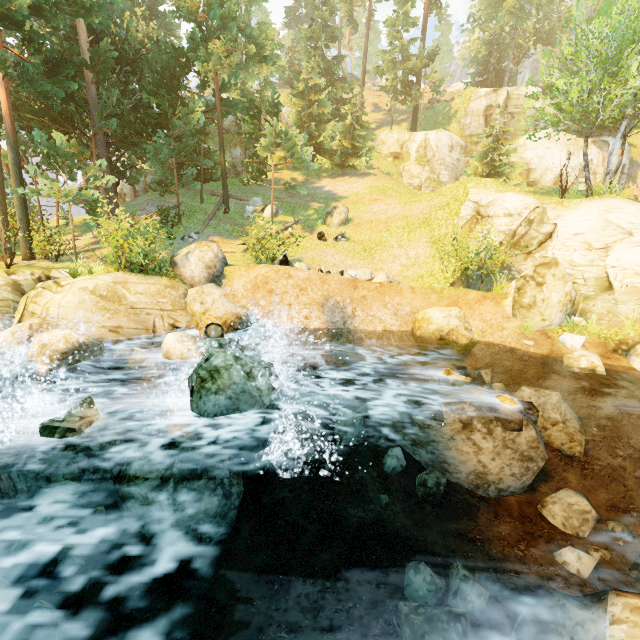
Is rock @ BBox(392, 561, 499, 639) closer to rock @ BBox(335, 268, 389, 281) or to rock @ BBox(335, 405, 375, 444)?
rock @ BBox(335, 405, 375, 444)

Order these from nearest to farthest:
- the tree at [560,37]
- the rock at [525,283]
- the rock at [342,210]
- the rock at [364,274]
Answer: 1. the rock at [525,283]
2. the tree at [560,37]
3. the rock at [364,274]
4. the rock at [342,210]

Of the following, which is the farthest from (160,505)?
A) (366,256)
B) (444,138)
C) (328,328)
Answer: (444,138)

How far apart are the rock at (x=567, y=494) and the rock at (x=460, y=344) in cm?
509

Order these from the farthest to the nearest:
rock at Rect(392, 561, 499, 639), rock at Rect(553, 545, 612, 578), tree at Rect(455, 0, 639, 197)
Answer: tree at Rect(455, 0, 639, 197)
rock at Rect(553, 545, 612, 578)
rock at Rect(392, 561, 499, 639)

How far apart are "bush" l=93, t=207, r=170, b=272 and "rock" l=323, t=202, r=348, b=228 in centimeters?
1184cm

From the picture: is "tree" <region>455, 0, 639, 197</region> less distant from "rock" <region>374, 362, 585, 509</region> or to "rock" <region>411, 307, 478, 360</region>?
"rock" <region>411, 307, 478, 360</region>

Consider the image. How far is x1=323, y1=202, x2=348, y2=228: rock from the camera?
22.0 meters
